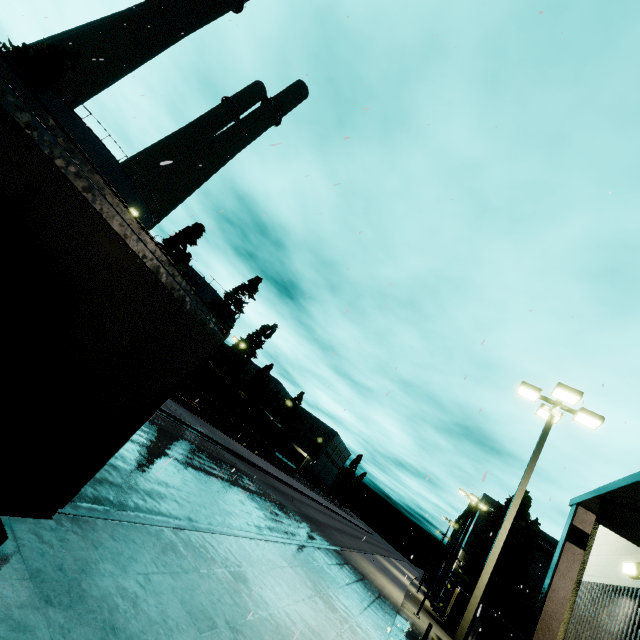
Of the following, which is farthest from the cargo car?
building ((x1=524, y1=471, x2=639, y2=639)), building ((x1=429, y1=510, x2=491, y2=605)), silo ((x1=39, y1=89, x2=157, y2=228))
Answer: building ((x1=524, y1=471, x2=639, y2=639))

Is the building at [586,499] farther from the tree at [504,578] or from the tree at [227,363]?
the tree at [227,363]

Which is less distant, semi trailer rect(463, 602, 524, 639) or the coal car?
semi trailer rect(463, 602, 524, 639)

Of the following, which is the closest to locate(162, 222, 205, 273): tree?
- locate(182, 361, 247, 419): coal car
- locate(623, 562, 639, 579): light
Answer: locate(182, 361, 247, 419): coal car

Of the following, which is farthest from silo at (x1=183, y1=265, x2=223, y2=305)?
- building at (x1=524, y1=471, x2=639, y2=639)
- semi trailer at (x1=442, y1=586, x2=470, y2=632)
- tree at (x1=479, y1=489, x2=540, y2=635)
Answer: semi trailer at (x1=442, y1=586, x2=470, y2=632)

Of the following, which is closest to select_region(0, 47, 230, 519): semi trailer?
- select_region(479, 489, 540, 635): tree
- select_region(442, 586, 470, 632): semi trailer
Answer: select_region(479, 489, 540, 635): tree

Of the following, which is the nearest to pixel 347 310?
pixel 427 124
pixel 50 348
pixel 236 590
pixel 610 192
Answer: pixel 50 348

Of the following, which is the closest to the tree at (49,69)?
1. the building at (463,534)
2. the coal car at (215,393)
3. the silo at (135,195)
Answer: the silo at (135,195)
